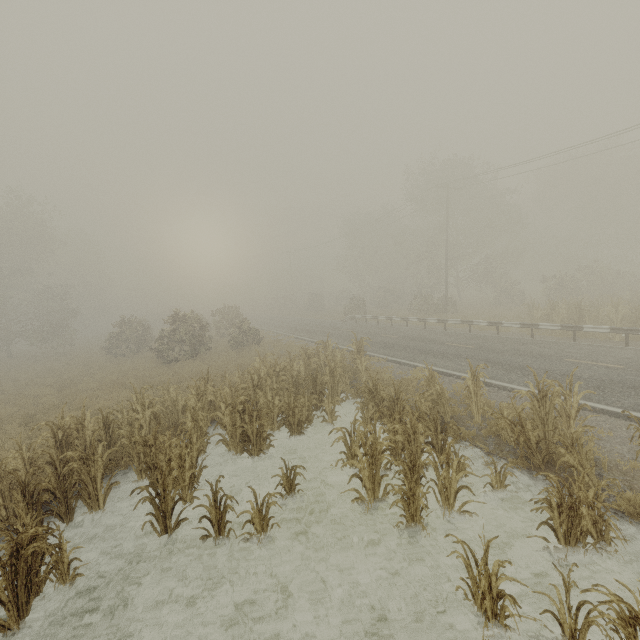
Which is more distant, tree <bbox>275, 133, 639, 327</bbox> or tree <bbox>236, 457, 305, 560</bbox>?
tree <bbox>275, 133, 639, 327</bbox>

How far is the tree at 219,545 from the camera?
5.9m

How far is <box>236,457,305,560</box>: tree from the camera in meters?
5.8

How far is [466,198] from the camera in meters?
36.9

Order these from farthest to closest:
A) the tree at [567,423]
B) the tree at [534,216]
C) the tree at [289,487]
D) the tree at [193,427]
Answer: the tree at [534,216] → the tree at [289,487] → the tree at [193,427] → the tree at [567,423]

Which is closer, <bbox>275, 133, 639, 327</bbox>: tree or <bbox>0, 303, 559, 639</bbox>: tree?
<bbox>0, 303, 559, 639</bbox>: tree
